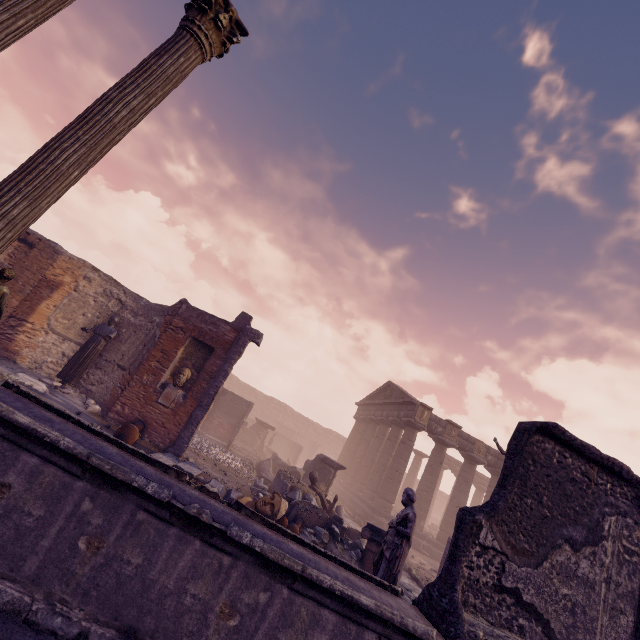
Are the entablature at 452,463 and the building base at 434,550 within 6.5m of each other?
yes

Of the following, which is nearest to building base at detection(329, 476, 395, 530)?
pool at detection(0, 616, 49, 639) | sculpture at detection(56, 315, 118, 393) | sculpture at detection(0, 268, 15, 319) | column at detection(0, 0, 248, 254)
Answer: sculpture at detection(56, 315, 118, 393)

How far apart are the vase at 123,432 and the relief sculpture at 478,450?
18.98m

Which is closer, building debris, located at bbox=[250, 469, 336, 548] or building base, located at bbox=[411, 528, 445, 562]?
building debris, located at bbox=[250, 469, 336, 548]

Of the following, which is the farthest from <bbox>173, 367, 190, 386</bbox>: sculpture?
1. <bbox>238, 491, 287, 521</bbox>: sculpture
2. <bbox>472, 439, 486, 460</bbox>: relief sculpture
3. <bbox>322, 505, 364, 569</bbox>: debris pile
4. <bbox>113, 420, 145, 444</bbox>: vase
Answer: <bbox>472, 439, 486, 460</bbox>: relief sculpture

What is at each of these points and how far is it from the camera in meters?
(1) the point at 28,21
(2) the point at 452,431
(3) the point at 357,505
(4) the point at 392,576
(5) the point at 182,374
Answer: (1) column, 4.1
(2) relief sculpture, 20.3
(3) building base, 19.9
(4) sculpture, 5.0
(5) sculpture, 10.7

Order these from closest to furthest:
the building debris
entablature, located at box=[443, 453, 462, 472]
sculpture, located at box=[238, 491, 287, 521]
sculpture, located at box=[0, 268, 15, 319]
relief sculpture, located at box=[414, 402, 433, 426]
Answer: sculpture, located at box=[0, 268, 15, 319], sculpture, located at box=[238, 491, 287, 521], the building debris, relief sculpture, located at box=[414, 402, 433, 426], entablature, located at box=[443, 453, 462, 472]

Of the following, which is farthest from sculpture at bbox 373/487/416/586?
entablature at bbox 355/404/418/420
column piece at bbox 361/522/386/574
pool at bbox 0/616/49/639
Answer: entablature at bbox 355/404/418/420
